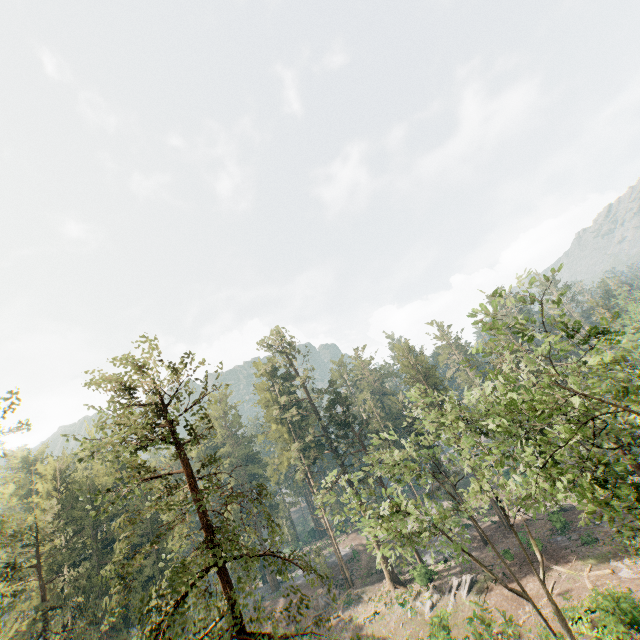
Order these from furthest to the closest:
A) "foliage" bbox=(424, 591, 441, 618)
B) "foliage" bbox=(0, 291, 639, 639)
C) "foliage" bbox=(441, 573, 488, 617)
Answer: "foliage" bbox=(424, 591, 441, 618) < "foliage" bbox=(441, 573, 488, 617) < "foliage" bbox=(0, 291, 639, 639)

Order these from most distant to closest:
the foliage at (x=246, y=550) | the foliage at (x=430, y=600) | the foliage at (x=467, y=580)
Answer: the foliage at (x=430, y=600) → the foliage at (x=467, y=580) → the foliage at (x=246, y=550)

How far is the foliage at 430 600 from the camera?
33.49m

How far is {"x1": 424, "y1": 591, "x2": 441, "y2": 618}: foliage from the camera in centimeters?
3349cm

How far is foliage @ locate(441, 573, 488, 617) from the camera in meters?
13.9 m

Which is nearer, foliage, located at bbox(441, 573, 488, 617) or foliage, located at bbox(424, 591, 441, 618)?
foliage, located at bbox(441, 573, 488, 617)

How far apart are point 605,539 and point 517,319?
36.9m
